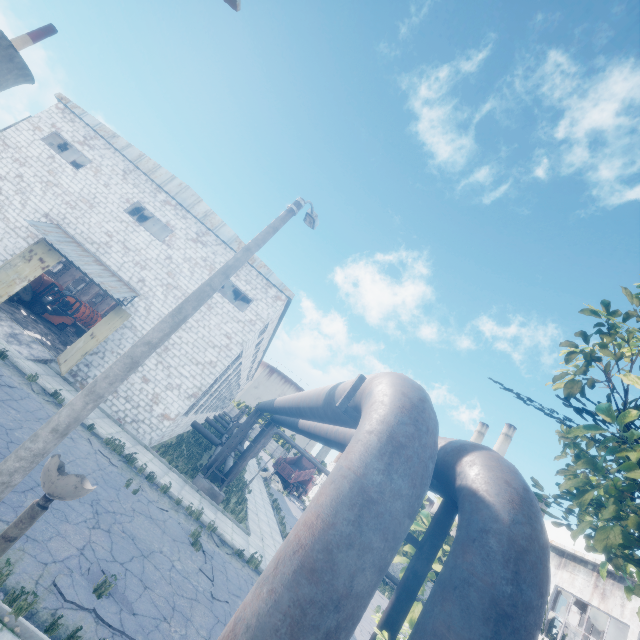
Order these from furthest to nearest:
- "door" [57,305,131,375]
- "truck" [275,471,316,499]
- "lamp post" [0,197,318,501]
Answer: "truck" [275,471,316,499] → "door" [57,305,131,375] → "lamp post" [0,197,318,501]

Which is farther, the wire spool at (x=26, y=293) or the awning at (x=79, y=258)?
the wire spool at (x=26, y=293)

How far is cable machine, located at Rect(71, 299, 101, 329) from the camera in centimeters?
2877cm

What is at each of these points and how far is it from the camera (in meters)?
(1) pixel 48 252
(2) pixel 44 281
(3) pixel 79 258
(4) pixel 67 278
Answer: (1) door, 16.73
(2) cable machine, 22.70
(3) awning, 16.69
(4) column beam, 29.80

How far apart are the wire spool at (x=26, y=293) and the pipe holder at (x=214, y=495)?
15.3m

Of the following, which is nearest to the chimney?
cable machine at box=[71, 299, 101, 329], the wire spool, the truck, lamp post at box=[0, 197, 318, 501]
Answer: the truck

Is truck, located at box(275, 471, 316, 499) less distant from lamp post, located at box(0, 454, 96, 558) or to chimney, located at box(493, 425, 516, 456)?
chimney, located at box(493, 425, 516, 456)

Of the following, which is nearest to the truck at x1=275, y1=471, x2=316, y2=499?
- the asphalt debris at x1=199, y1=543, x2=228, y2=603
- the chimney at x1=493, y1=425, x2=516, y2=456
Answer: the chimney at x1=493, y1=425, x2=516, y2=456
